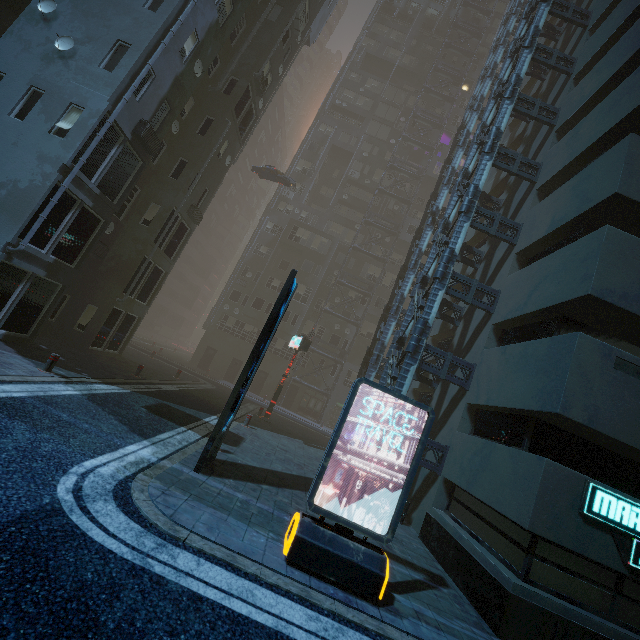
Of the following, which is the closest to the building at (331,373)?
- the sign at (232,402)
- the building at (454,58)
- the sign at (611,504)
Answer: the sign at (611,504)

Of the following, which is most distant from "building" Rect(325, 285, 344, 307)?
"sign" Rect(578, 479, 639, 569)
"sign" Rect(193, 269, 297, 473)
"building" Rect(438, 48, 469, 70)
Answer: "sign" Rect(193, 269, 297, 473)

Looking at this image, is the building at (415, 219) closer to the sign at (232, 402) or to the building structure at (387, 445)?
the building structure at (387, 445)

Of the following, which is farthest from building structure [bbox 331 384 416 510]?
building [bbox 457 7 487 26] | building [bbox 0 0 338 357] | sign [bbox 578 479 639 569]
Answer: building [bbox 457 7 487 26]

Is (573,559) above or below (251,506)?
above

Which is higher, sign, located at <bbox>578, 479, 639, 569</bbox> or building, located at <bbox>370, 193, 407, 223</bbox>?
building, located at <bbox>370, 193, 407, 223</bbox>

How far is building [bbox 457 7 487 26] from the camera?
44.7 meters

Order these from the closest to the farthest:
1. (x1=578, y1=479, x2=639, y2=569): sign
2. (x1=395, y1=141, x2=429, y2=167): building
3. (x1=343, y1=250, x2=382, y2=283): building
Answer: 1. (x1=578, y1=479, x2=639, y2=569): sign
2. (x1=343, y1=250, x2=382, y2=283): building
3. (x1=395, y1=141, x2=429, y2=167): building
